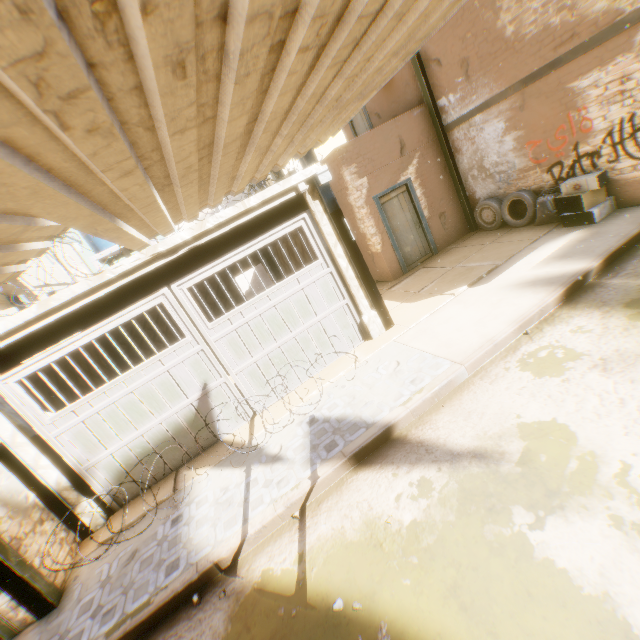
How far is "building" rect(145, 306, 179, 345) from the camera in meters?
10.7

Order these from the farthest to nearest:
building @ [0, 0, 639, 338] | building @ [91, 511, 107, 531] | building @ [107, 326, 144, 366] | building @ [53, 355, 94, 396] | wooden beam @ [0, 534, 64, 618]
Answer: building @ [107, 326, 144, 366] → building @ [53, 355, 94, 396] → building @ [91, 511, 107, 531] → wooden beam @ [0, 534, 64, 618] → building @ [0, 0, 639, 338]

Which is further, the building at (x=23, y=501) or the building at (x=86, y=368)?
the building at (x=86, y=368)

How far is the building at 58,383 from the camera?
6.7m

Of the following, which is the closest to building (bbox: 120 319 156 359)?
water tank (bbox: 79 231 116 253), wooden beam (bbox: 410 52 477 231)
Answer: wooden beam (bbox: 410 52 477 231)

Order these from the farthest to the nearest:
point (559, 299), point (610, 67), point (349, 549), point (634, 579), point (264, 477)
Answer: point (610, 67)
point (559, 299)
point (264, 477)
point (349, 549)
point (634, 579)

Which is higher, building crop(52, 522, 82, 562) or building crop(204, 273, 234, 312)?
building crop(204, 273, 234, 312)

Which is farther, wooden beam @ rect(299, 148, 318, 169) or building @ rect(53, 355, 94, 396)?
building @ rect(53, 355, 94, 396)
